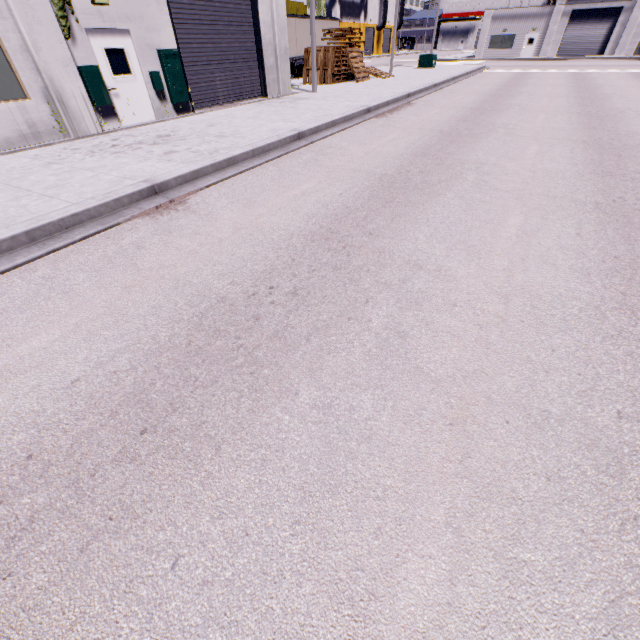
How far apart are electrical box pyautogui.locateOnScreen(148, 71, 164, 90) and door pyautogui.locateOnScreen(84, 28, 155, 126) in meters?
0.3

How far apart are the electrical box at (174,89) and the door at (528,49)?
51.7 meters

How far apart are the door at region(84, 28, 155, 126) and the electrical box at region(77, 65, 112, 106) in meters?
0.1

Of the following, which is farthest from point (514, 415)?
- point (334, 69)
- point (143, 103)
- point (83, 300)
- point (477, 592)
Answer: point (334, 69)

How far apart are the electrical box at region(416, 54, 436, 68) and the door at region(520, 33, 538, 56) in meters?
23.4 m

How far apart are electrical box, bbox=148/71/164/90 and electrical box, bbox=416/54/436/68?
28.0 meters

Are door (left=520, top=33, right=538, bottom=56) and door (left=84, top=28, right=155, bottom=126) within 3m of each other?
no

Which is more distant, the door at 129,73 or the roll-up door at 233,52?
the roll-up door at 233,52
